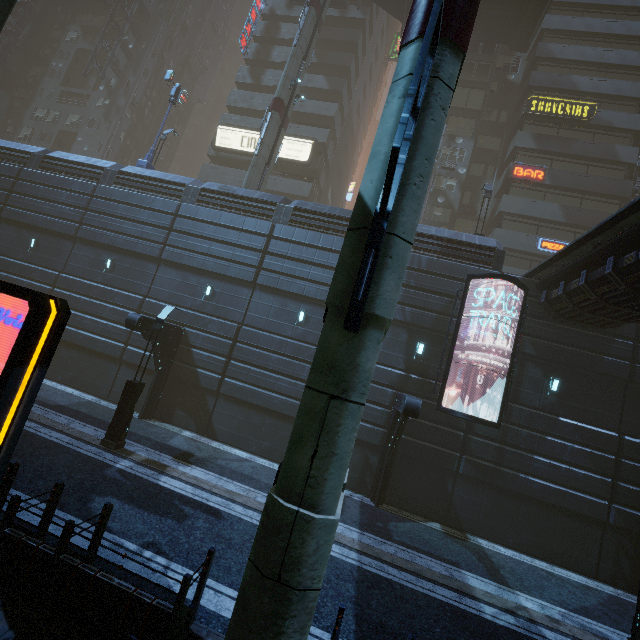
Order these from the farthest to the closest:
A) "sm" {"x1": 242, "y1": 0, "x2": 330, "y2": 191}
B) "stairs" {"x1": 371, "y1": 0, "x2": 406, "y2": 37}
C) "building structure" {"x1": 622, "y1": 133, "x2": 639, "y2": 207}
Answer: "stairs" {"x1": 371, "y1": 0, "x2": 406, "y2": 37} → "building structure" {"x1": 622, "y1": 133, "x2": 639, "y2": 207} → "sm" {"x1": 242, "y1": 0, "x2": 330, "y2": 191}

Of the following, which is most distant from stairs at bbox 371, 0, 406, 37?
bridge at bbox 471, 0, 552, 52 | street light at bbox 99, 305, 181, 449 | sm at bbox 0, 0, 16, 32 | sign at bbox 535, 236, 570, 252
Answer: street light at bbox 99, 305, 181, 449

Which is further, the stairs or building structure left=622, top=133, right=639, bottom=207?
the stairs

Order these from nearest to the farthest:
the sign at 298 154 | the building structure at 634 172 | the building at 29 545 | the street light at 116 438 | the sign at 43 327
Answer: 1. the sign at 43 327
2. the building at 29 545
3. the street light at 116 438
4. the building structure at 634 172
5. the sign at 298 154

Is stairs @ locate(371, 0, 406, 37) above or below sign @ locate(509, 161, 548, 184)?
above

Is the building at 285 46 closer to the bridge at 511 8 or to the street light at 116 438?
the bridge at 511 8

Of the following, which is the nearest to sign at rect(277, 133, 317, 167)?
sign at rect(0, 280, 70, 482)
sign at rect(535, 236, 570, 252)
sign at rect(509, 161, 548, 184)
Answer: sign at rect(0, 280, 70, 482)

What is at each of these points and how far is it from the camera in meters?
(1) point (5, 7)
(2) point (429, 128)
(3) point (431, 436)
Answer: (1) sm, 7.8
(2) sm, 3.7
(3) building, 14.6
